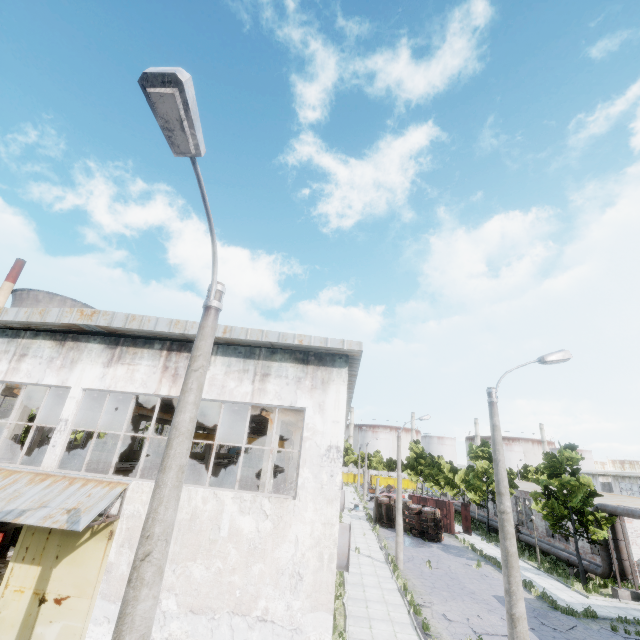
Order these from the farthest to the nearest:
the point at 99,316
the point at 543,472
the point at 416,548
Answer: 1. the point at 416,548
2. the point at 543,472
3. the point at 99,316

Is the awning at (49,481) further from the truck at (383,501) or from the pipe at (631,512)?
the truck at (383,501)

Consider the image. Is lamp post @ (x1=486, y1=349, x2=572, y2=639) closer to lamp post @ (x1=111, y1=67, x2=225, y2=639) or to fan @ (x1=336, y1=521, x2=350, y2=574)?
lamp post @ (x1=111, y1=67, x2=225, y2=639)

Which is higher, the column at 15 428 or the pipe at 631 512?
the column at 15 428

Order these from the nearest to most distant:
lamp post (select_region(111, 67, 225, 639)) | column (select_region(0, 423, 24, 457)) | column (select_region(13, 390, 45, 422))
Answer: lamp post (select_region(111, 67, 225, 639)) < column (select_region(0, 423, 24, 457)) < column (select_region(13, 390, 45, 422))

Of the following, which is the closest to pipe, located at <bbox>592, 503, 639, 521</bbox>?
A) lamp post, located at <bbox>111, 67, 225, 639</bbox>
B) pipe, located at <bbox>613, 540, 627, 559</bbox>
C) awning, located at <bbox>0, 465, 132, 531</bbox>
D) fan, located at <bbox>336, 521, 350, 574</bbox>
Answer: pipe, located at <bbox>613, 540, 627, 559</bbox>

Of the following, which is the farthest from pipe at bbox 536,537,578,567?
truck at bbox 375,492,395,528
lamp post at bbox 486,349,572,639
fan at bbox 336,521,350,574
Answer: fan at bbox 336,521,350,574

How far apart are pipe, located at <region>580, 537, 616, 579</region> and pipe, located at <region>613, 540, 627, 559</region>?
0.4m
